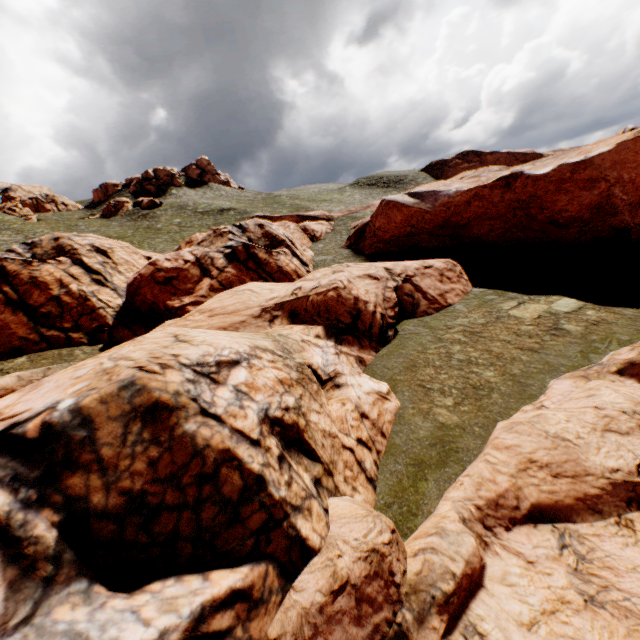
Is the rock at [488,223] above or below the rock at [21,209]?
below

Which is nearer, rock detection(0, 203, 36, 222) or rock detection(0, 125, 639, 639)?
rock detection(0, 125, 639, 639)

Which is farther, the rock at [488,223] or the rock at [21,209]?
the rock at [21,209]

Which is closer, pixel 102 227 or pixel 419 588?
pixel 419 588

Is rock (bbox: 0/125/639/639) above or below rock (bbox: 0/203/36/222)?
below
